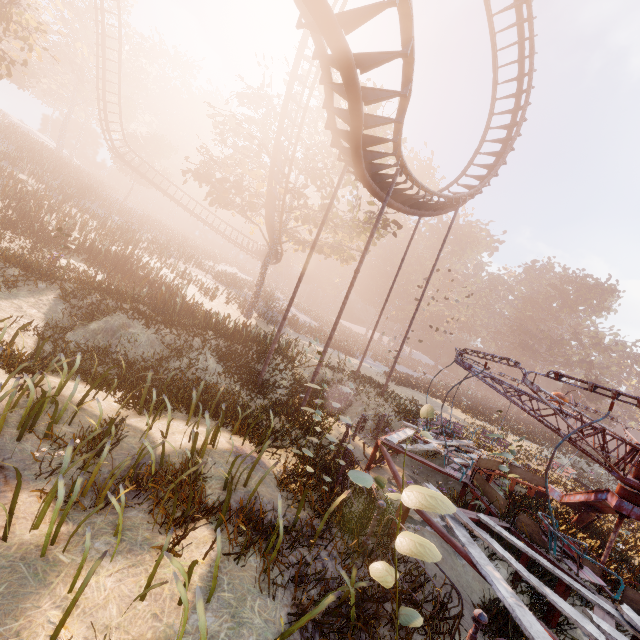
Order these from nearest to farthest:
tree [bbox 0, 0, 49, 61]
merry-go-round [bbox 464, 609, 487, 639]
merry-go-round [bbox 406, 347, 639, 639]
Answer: merry-go-round [bbox 464, 609, 487, 639]
merry-go-round [bbox 406, 347, 639, 639]
tree [bbox 0, 0, 49, 61]

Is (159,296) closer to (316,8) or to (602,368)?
(316,8)

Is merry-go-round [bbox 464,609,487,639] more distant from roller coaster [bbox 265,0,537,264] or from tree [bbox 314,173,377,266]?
tree [bbox 314,173,377,266]

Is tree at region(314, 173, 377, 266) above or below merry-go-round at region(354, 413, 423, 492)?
above

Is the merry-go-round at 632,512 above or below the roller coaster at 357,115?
below

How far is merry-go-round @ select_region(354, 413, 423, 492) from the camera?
7.41m

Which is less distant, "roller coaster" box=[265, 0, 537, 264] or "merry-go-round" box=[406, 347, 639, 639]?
"merry-go-round" box=[406, 347, 639, 639]

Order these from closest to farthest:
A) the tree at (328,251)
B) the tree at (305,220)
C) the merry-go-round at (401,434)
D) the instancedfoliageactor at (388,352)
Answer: the merry-go-round at (401,434), the tree at (305,220), the tree at (328,251), the instancedfoliageactor at (388,352)
